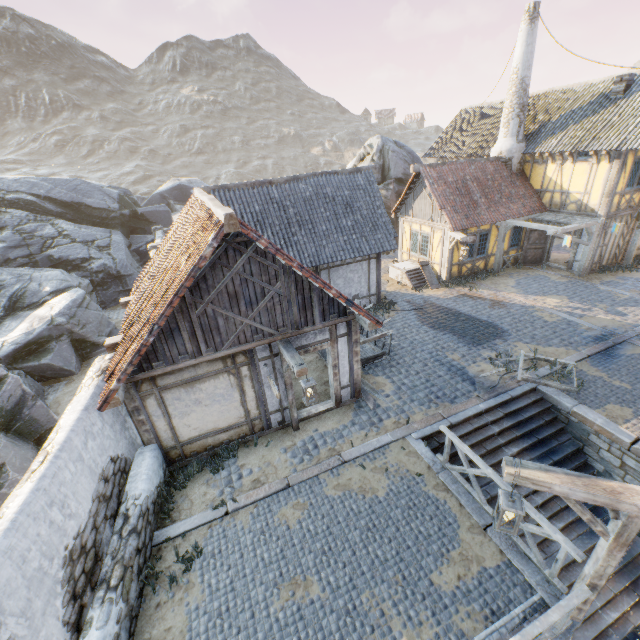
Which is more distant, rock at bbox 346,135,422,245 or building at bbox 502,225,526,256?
rock at bbox 346,135,422,245

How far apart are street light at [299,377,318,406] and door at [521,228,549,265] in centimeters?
1687cm

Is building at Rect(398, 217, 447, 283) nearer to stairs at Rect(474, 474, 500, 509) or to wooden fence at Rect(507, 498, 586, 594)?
stairs at Rect(474, 474, 500, 509)

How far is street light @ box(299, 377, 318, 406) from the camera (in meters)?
6.82

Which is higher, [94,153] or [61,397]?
[94,153]

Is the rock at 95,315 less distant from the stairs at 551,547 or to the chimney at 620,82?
the stairs at 551,547

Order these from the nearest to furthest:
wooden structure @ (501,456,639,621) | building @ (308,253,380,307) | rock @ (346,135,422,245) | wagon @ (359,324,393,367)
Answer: wooden structure @ (501,456,639,621), wagon @ (359,324,393,367), building @ (308,253,380,307), rock @ (346,135,422,245)

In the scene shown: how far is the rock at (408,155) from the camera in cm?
2266
